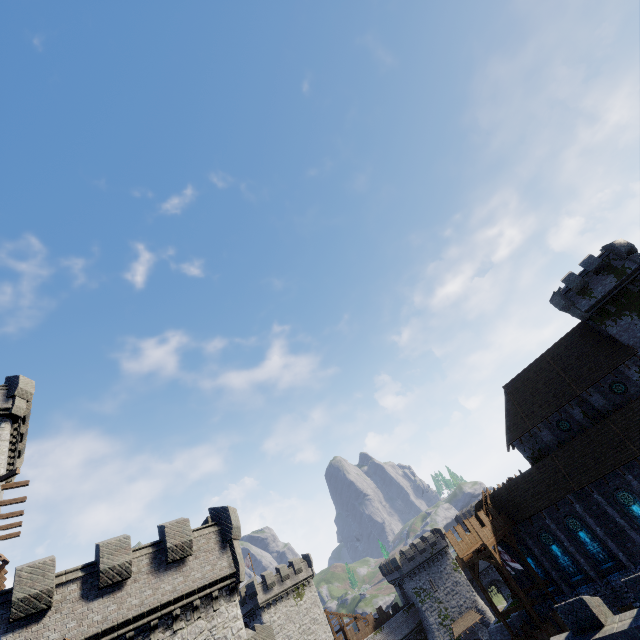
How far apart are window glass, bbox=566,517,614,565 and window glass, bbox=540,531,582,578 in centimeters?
150cm

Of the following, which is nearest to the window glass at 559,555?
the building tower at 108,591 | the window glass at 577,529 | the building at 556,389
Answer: the building at 556,389

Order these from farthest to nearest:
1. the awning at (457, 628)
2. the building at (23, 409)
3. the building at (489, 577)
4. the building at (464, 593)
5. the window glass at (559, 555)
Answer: the building at (489, 577), the building at (464, 593), the awning at (457, 628), the window glass at (559, 555), the building at (23, 409)

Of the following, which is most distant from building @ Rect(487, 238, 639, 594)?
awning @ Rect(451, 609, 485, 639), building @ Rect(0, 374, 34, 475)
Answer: building @ Rect(0, 374, 34, 475)

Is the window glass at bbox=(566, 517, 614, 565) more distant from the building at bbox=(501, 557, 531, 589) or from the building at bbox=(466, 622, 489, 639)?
the building at bbox=(466, 622, 489, 639)

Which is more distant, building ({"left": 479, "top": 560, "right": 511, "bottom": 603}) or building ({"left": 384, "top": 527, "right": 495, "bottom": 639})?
building ({"left": 479, "top": 560, "right": 511, "bottom": 603})

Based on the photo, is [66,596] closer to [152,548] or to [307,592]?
[152,548]
